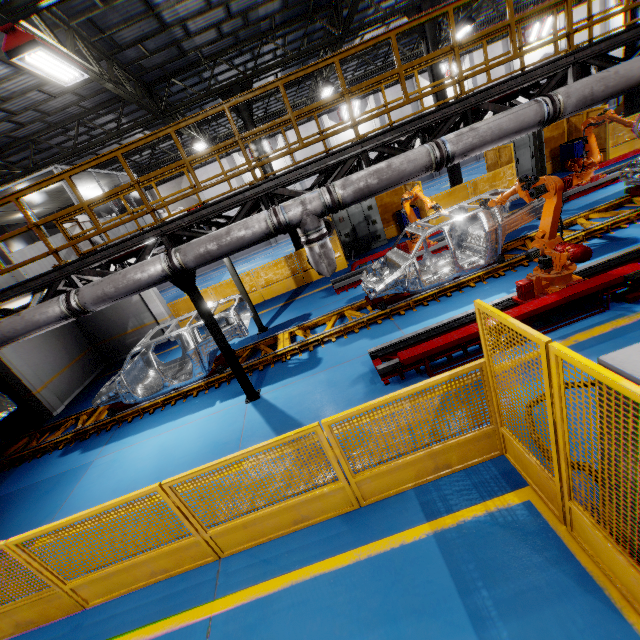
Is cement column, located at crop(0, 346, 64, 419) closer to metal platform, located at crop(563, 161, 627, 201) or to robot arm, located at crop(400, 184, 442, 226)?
robot arm, located at crop(400, 184, 442, 226)

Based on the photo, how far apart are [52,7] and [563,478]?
10.0 meters

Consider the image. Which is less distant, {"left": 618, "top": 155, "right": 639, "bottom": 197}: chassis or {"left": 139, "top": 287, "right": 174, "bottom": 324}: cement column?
{"left": 618, "top": 155, "right": 639, "bottom": 197}: chassis

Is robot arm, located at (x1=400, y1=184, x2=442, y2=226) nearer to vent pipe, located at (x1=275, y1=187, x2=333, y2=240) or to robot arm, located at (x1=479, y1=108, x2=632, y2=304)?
robot arm, located at (x1=479, y1=108, x2=632, y2=304)

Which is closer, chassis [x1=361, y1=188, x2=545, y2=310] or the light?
the light

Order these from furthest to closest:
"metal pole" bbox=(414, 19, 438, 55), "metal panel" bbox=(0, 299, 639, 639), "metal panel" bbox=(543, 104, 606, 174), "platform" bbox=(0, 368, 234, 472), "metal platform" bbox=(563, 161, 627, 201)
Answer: "metal panel" bbox=(543, 104, 606, 174) → "metal pole" bbox=(414, 19, 438, 55) → "metal platform" bbox=(563, 161, 627, 201) → "platform" bbox=(0, 368, 234, 472) → "metal panel" bbox=(0, 299, 639, 639)

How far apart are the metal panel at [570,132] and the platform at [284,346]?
4.56m

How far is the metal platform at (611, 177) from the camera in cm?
1102
